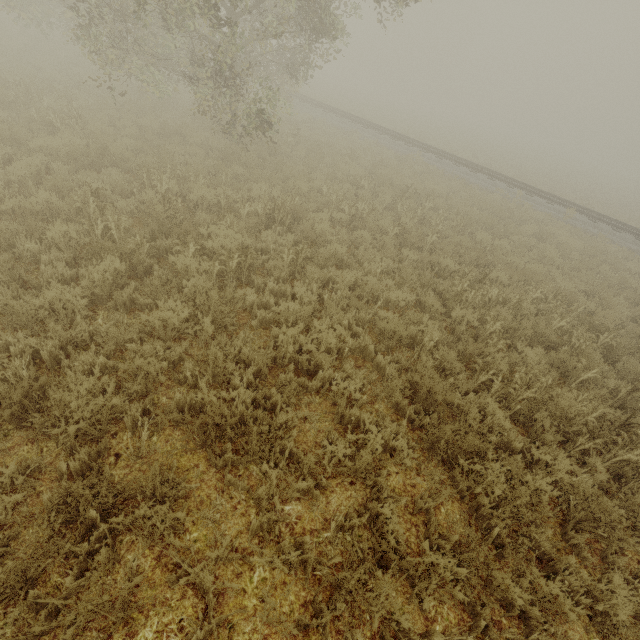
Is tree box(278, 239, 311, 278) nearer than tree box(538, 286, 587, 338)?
Yes

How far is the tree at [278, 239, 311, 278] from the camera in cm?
635

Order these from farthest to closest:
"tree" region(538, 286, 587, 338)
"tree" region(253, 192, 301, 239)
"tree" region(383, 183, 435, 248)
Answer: "tree" region(383, 183, 435, 248) < "tree" region(253, 192, 301, 239) < "tree" region(538, 286, 587, 338)

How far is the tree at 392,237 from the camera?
8.8m

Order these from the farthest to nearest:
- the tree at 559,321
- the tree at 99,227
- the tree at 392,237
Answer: the tree at 392,237 → the tree at 559,321 → the tree at 99,227

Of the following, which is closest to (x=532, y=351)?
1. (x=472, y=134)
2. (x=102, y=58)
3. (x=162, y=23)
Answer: (x=102, y=58)

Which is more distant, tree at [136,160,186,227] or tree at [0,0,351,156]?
tree at [0,0,351,156]
